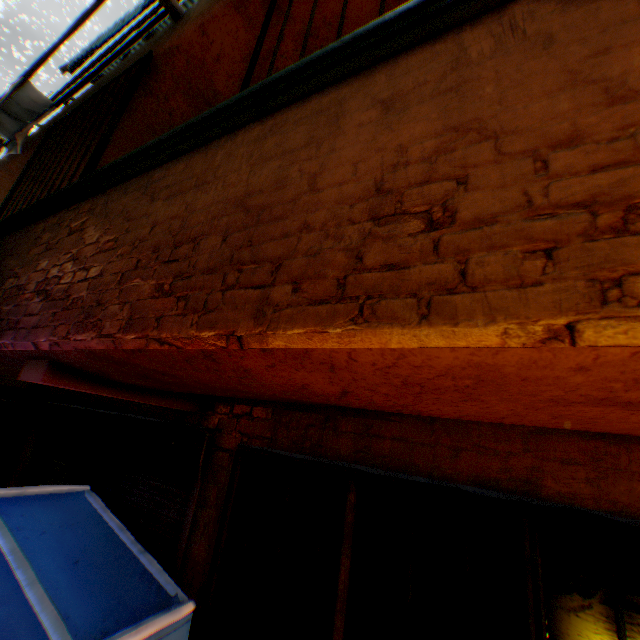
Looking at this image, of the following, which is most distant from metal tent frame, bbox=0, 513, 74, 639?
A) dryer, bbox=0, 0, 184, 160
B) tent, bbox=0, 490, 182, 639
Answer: dryer, bbox=0, 0, 184, 160

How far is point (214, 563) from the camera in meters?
2.4

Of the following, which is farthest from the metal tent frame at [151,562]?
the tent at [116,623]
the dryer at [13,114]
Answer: the dryer at [13,114]

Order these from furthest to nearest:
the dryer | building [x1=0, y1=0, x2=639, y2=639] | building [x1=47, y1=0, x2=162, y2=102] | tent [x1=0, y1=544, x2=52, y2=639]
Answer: building [x1=47, y1=0, x2=162, y2=102] < the dryer < tent [x1=0, y1=544, x2=52, y2=639] < building [x1=0, y1=0, x2=639, y2=639]

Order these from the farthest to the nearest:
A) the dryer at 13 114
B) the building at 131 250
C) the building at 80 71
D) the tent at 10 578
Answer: the building at 80 71
the dryer at 13 114
the tent at 10 578
the building at 131 250

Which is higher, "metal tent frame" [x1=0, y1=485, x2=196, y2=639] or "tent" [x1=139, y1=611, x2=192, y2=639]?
"metal tent frame" [x1=0, y1=485, x2=196, y2=639]

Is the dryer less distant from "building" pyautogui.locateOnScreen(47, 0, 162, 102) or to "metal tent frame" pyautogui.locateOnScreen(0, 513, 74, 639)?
"building" pyautogui.locateOnScreen(47, 0, 162, 102)
